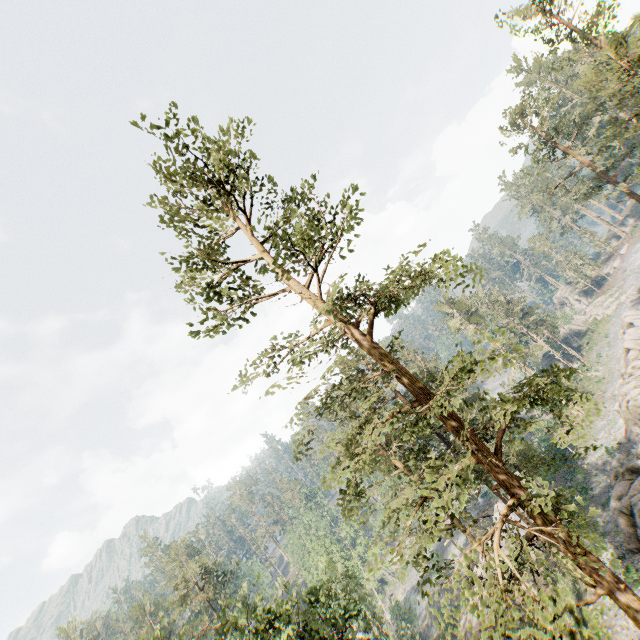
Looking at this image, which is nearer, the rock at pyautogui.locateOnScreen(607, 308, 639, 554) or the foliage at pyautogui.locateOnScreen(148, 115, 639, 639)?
the foliage at pyautogui.locateOnScreen(148, 115, 639, 639)

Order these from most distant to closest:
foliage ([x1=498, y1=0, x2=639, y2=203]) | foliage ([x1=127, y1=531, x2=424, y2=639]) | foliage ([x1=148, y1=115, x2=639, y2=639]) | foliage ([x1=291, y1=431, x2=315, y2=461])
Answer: foliage ([x1=498, y1=0, x2=639, y2=203]), foliage ([x1=127, y1=531, x2=424, y2=639]), foliage ([x1=291, y1=431, x2=315, y2=461]), foliage ([x1=148, y1=115, x2=639, y2=639])

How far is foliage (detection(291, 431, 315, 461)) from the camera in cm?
1001

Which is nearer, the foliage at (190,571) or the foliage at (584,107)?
the foliage at (190,571)

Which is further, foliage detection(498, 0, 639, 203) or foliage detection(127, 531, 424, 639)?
foliage detection(498, 0, 639, 203)

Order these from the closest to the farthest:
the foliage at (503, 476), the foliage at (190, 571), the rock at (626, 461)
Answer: the foliage at (503, 476), the foliage at (190, 571), the rock at (626, 461)

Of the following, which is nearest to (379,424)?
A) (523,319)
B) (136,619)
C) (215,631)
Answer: (215,631)

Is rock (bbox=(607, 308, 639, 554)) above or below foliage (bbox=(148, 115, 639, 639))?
below
